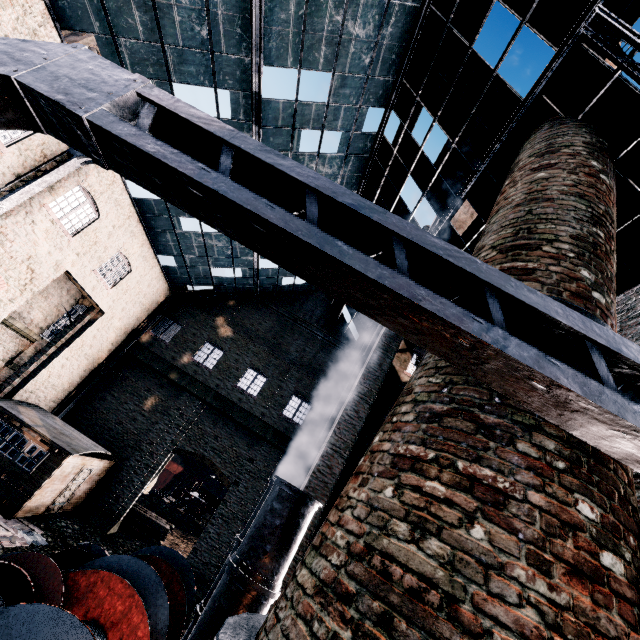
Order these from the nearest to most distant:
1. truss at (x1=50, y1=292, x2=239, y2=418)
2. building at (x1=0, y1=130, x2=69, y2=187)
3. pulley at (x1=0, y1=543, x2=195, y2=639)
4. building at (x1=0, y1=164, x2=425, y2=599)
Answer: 1. pulley at (x1=0, y1=543, x2=195, y2=639)
2. building at (x1=0, y1=130, x2=69, y2=187)
3. building at (x1=0, y1=164, x2=425, y2=599)
4. truss at (x1=50, y1=292, x2=239, y2=418)

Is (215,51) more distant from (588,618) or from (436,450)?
(588,618)

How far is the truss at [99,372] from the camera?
20.16m

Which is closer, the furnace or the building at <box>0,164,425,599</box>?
the furnace

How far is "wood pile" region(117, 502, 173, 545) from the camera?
21.0 meters

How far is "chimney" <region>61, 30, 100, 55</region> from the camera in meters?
28.5

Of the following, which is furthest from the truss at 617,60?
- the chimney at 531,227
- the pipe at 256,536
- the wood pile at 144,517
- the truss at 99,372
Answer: the wood pile at 144,517

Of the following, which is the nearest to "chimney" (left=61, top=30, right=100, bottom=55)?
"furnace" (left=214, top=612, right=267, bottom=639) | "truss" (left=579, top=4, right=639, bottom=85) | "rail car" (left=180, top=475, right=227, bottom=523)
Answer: "truss" (left=579, top=4, right=639, bottom=85)
